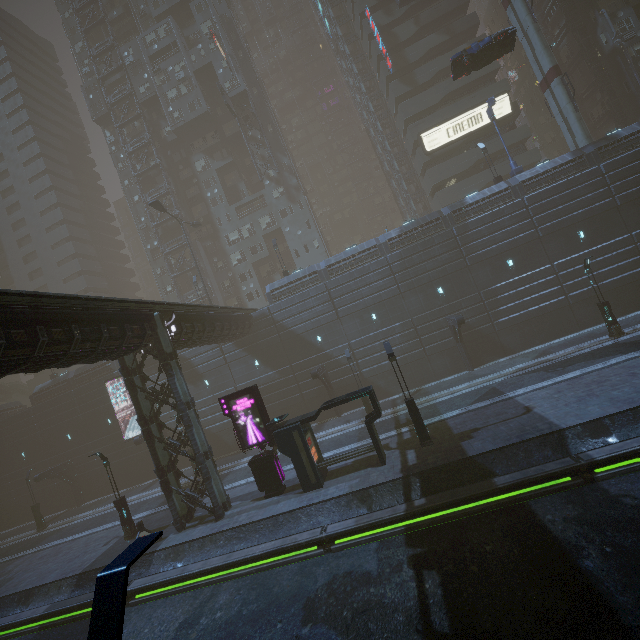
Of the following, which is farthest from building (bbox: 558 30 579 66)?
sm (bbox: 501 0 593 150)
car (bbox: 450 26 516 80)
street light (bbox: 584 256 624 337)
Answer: street light (bbox: 584 256 624 337)

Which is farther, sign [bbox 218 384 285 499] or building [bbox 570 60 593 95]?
building [bbox 570 60 593 95]

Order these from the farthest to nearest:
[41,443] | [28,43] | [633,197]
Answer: [28,43], [41,443], [633,197]

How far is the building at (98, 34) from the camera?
50.2 meters

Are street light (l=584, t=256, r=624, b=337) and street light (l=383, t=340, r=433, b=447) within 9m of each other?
no

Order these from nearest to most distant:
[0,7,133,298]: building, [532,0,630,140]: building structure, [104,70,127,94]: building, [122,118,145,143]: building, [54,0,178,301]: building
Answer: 1. [532,0,630,140]: building structure
2. [122,118,145,143]: building
3. [54,0,178,301]: building
4. [104,70,127,94]: building
5. [0,7,133,298]: building

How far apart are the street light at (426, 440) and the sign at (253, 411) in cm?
735

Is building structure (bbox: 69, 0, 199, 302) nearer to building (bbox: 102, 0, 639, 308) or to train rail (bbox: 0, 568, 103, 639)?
building (bbox: 102, 0, 639, 308)
